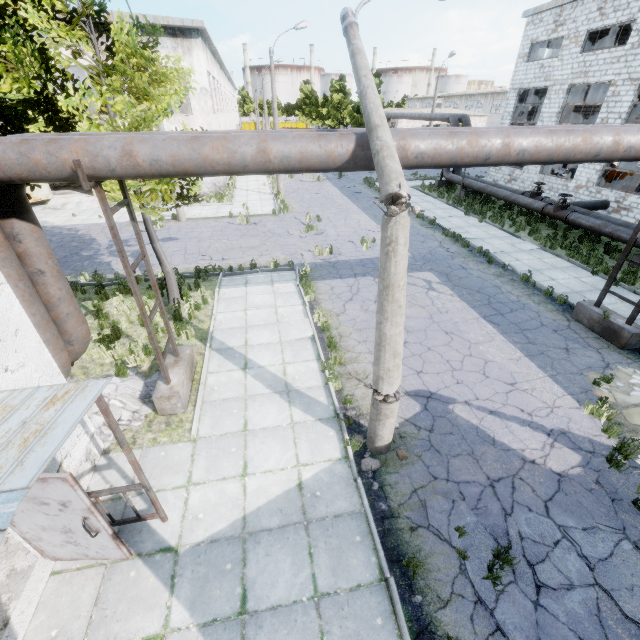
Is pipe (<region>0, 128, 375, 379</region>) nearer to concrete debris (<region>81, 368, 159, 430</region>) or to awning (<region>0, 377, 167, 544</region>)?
concrete debris (<region>81, 368, 159, 430</region>)

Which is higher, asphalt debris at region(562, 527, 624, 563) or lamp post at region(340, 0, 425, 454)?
lamp post at region(340, 0, 425, 454)

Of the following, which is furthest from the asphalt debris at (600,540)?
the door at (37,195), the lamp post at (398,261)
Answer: the door at (37,195)

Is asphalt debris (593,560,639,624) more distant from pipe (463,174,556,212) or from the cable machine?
the cable machine

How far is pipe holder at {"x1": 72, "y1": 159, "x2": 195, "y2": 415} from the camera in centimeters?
505cm

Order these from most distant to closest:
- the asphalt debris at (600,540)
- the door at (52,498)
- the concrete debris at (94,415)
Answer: the concrete debris at (94,415)
the asphalt debris at (600,540)
the door at (52,498)

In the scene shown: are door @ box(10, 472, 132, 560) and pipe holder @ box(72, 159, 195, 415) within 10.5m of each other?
yes

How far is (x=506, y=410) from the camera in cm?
723
